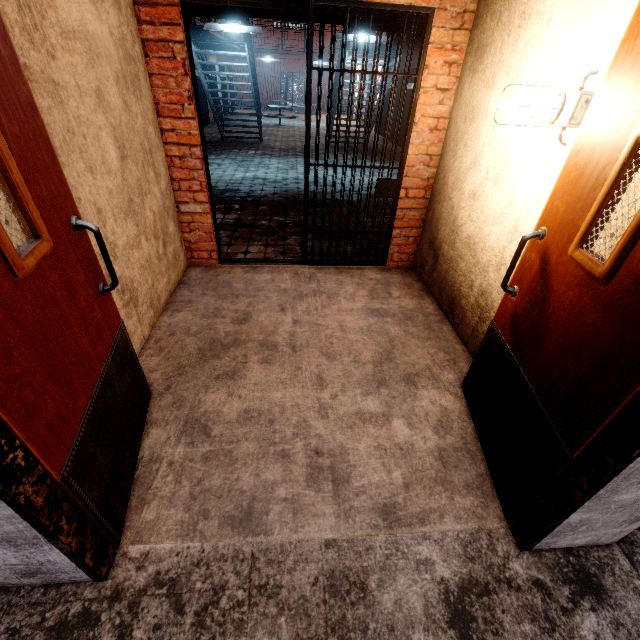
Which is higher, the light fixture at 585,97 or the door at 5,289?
the light fixture at 585,97

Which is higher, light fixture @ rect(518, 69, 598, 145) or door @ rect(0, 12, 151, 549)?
light fixture @ rect(518, 69, 598, 145)

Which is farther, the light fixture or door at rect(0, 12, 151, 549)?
the light fixture

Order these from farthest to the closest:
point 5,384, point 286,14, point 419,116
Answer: point 286,14 → point 419,116 → point 5,384

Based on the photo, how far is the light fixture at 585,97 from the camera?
1.7 meters

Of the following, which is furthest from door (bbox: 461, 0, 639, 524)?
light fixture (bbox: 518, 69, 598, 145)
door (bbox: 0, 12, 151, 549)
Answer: door (bbox: 0, 12, 151, 549)

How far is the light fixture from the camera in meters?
1.7
